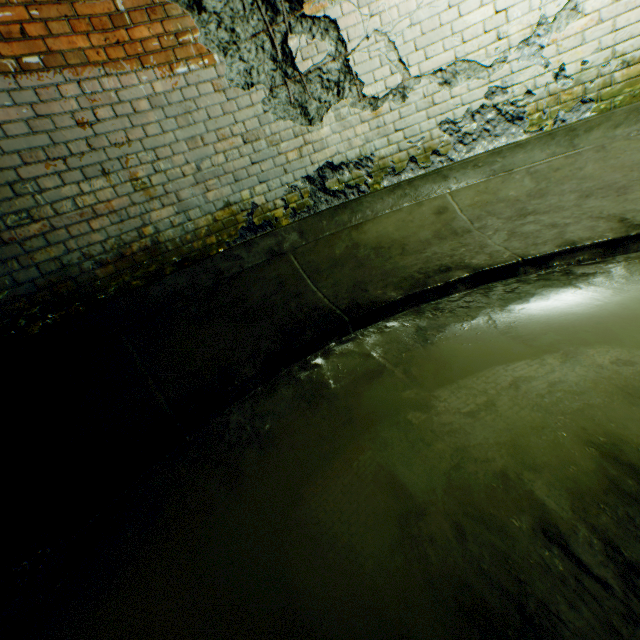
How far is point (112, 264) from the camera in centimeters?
276cm
